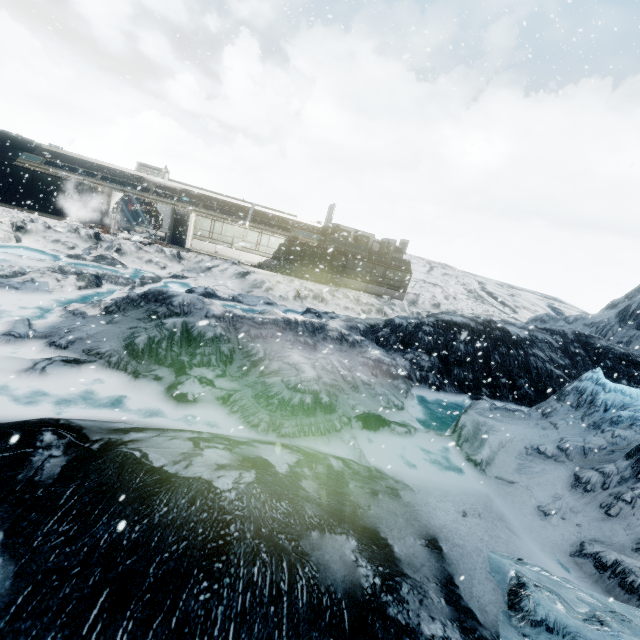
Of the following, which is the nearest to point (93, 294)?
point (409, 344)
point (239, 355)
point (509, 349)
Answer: point (239, 355)
